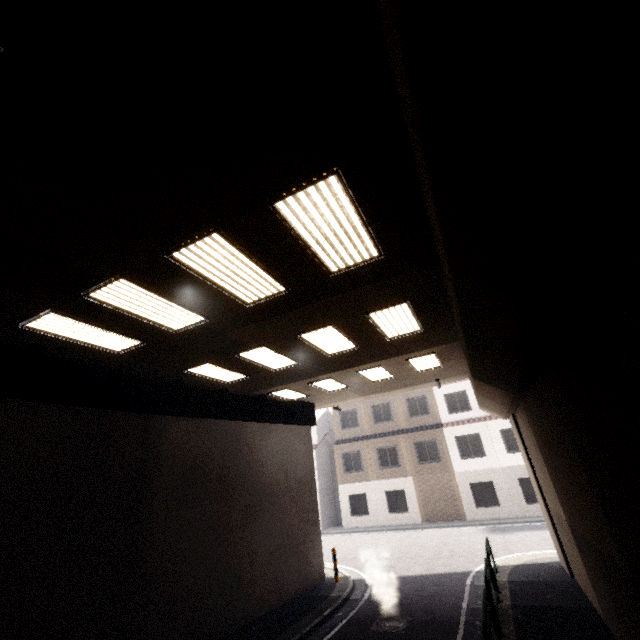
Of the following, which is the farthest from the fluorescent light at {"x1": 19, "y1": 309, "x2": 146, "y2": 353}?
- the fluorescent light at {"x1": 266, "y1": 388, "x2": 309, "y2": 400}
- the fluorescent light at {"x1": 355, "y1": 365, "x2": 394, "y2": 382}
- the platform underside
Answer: the fluorescent light at {"x1": 355, "y1": 365, "x2": 394, "y2": 382}

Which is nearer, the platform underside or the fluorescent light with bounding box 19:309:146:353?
the fluorescent light with bounding box 19:309:146:353

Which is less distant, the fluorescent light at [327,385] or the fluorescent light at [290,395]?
the fluorescent light at [327,385]

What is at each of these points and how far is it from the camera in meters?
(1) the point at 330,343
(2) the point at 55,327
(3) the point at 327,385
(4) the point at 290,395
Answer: (1) fluorescent light, 8.8 m
(2) fluorescent light, 6.4 m
(3) fluorescent light, 12.9 m
(4) fluorescent light, 13.7 m

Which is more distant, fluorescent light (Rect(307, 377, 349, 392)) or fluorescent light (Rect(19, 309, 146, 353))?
fluorescent light (Rect(307, 377, 349, 392))

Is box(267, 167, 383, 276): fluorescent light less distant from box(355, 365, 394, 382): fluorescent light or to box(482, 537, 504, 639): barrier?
box(355, 365, 394, 382): fluorescent light

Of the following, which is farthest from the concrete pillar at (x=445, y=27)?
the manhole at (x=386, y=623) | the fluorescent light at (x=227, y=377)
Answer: the fluorescent light at (x=227, y=377)

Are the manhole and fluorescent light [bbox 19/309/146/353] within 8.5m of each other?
no
